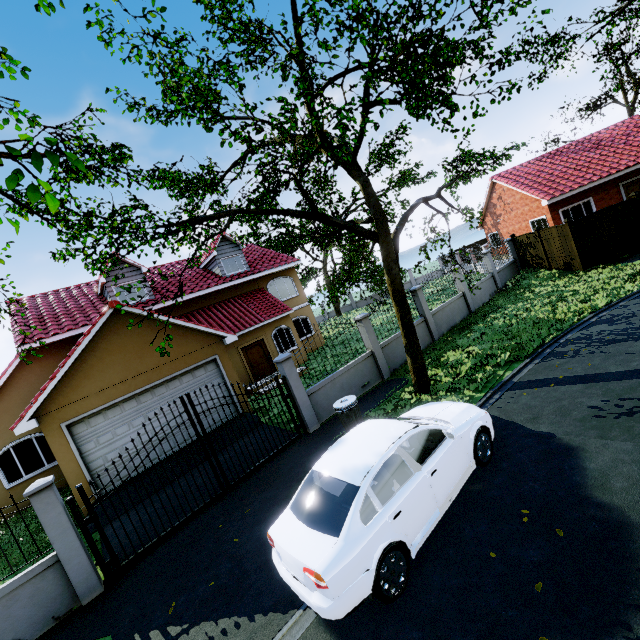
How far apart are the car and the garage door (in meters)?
7.67

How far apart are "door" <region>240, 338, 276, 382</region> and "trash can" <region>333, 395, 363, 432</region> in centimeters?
998cm

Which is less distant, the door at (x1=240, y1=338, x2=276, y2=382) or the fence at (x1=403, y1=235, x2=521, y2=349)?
the fence at (x1=403, y1=235, x2=521, y2=349)

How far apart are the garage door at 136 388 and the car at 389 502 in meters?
7.7 m

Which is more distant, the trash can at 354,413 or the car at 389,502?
the trash can at 354,413

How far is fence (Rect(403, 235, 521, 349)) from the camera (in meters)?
14.04

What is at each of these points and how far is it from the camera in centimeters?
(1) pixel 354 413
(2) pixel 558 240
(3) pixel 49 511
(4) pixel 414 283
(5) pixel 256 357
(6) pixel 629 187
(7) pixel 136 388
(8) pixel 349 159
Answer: (1) trash can, 802cm
(2) fence, 1625cm
(3) fence, 603cm
(4) fence, 3834cm
(5) door, 1797cm
(6) door, 1959cm
(7) garage door, 1096cm
(8) tree, 659cm

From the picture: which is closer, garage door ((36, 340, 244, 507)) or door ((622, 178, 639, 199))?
garage door ((36, 340, 244, 507))
